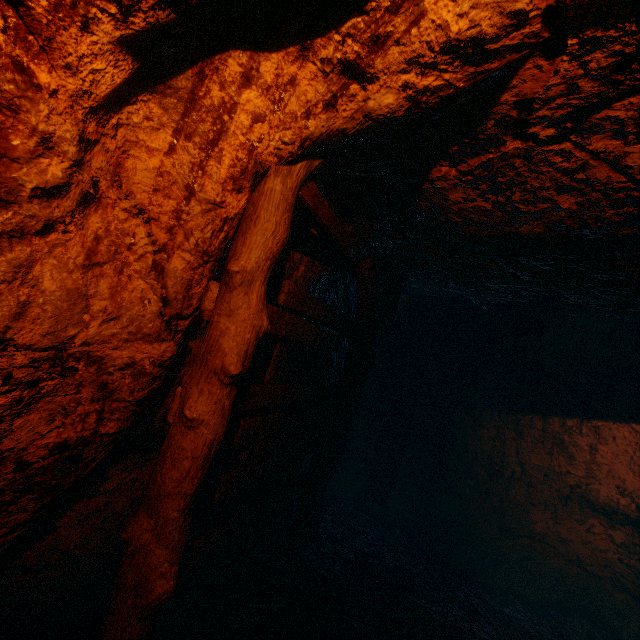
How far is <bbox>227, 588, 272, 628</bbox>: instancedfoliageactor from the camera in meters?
3.2 m

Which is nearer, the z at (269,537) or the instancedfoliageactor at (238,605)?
the z at (269,537)

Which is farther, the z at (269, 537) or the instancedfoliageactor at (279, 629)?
the instancedfoliageactor at (279, 629)

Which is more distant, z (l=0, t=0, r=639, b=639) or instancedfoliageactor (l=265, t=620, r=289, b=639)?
instancedfoliageactor (l=265, t=620, r=289, b=639)

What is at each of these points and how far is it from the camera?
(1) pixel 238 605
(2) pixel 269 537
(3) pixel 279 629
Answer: (1) instancedfoliageactor, 3.3m
(2) z, 4.0m
(3) instancedfoliageactor, 3.1m

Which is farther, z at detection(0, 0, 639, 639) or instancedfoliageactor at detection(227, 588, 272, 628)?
instancedfoliageactor at detection(227, 588, 272, 628)
